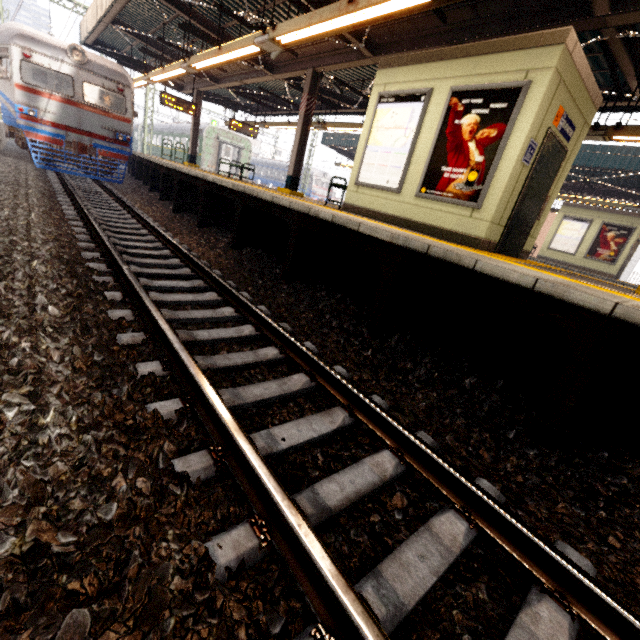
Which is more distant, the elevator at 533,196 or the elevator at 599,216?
the elevator at 599,216

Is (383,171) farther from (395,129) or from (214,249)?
(214,249)

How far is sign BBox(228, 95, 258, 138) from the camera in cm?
1577

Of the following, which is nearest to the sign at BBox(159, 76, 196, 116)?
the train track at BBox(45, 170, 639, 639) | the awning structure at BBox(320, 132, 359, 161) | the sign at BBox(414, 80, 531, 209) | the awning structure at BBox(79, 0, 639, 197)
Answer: the awning structure at BBox(79, 0, 639, 197)

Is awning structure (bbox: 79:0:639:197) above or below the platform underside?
above

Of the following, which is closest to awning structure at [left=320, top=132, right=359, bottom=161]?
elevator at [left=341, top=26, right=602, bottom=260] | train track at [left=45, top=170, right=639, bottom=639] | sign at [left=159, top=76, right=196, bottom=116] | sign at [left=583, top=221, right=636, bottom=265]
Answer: sign at [left=583, top=221, right=636, bottom=265]

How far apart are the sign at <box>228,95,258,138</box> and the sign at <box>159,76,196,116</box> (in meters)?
1.68

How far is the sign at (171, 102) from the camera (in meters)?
13.70
